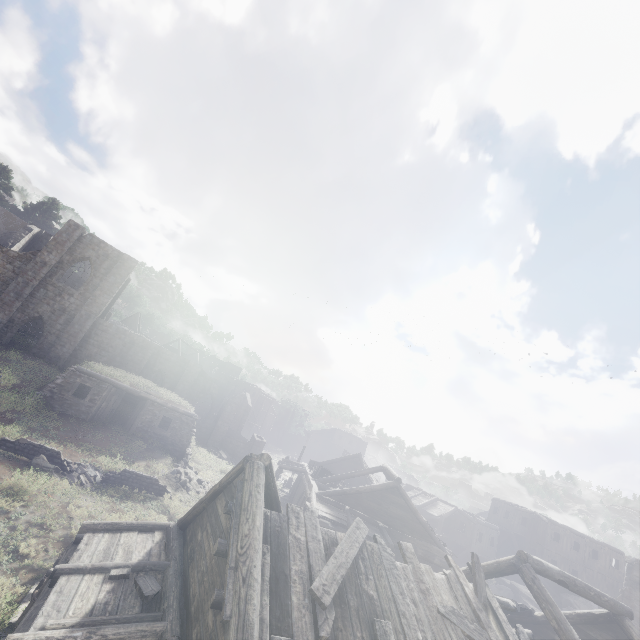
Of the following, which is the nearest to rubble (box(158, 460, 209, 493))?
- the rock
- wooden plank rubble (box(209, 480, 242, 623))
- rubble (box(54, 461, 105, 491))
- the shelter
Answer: the shelter

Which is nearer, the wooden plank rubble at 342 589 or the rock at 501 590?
the wooden plank rubble at 342 589

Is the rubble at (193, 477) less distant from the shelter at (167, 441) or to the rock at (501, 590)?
the shelter at (167, 441)

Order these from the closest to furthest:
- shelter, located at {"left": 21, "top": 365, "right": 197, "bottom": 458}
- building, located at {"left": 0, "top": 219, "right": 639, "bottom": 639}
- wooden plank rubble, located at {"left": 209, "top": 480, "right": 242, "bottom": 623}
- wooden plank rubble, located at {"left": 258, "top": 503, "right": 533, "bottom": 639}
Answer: wooden plank rubble, located at {"left": 209, "top": 480, "right": 242, "bottom": 623}, wooden plank rubble, located at {"left": 258, "top": 503, "right": 533, "bottom": 639}, building, located at {"left": 0, "top": 219, "right": 639, "bottom": 639}, shelter, located at {"left": 21, "top": 365, "right": 197, "bottom": 458}

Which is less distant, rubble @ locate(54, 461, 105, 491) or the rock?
rubble @ locate(54, 461, 105, 491)

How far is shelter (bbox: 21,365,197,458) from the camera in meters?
19.5

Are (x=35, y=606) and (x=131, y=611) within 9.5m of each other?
yes

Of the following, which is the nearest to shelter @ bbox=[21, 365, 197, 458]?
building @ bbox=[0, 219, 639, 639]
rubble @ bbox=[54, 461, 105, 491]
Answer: building @ bbox=[0, 219, 639, 639]
